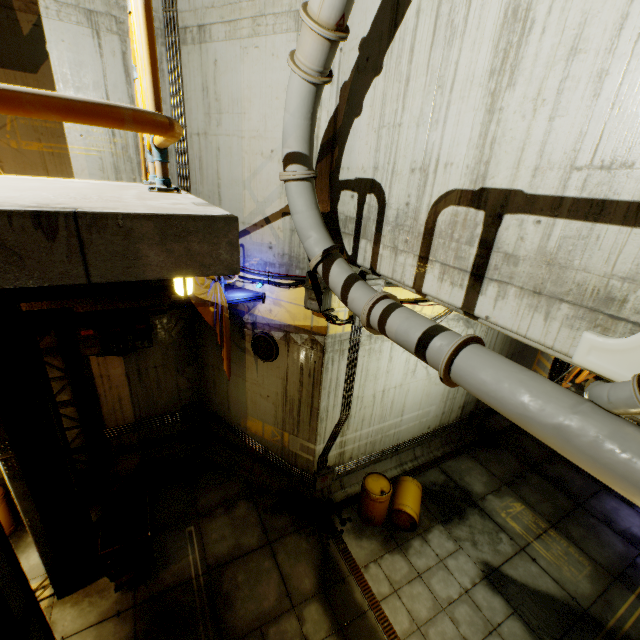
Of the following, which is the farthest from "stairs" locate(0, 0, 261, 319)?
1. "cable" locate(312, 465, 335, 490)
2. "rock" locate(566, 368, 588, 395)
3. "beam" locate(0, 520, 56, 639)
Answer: "rock" locate(566, 368, 588, 395)

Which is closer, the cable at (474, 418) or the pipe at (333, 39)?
the pipe at (333, 39)

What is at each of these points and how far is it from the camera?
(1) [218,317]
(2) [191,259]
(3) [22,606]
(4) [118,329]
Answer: (1) cloth, 7.28m
(2) stairs, 1.18m
(3) beam, 4.15m
(4) cable box, 8.05m

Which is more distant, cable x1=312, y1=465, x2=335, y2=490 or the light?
cable x1=312, y1=465, x2=335, y2=490

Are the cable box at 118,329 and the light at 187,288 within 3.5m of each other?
no

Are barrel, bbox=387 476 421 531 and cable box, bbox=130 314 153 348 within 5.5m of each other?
no

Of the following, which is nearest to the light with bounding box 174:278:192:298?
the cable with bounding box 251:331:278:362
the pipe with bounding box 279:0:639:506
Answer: the pipe with bounding box 279:0:639:506

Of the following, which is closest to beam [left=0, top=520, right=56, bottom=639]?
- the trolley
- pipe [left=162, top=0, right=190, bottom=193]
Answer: the trolley
